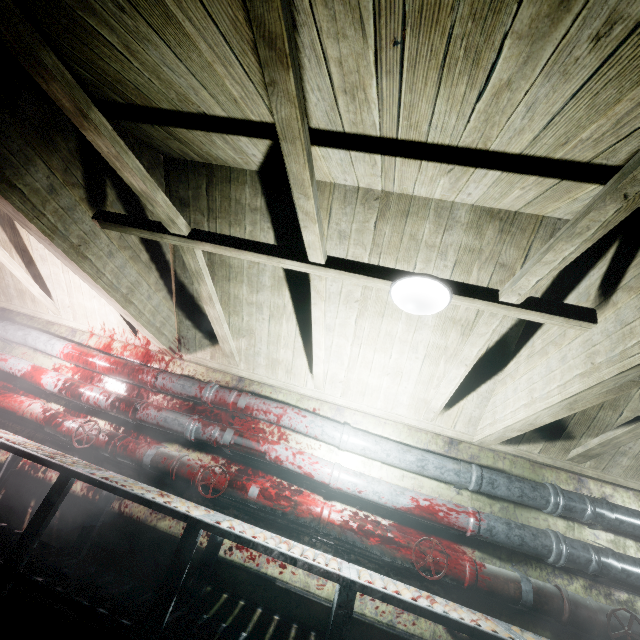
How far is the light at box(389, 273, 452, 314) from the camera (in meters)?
A: 1.63

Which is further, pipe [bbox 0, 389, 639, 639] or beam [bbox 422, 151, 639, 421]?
pipe [bbox 0, 389, 639, 639]

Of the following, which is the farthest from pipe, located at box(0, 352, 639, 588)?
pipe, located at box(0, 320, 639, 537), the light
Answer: the light

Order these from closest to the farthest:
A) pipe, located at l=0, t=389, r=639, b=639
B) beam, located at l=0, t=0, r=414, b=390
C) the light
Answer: beam, located at l=0, t=0, r=414, b=390
the light
pipe, located at l=0, t=389, r=639, b=639

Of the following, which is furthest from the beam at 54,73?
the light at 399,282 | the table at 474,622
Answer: the table at 474,622

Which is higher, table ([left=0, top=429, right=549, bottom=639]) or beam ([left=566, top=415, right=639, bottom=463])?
beam ([left=566, top=415, right=639, bottom=463])

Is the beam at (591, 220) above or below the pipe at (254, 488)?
above

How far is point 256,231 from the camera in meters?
2.7 m
